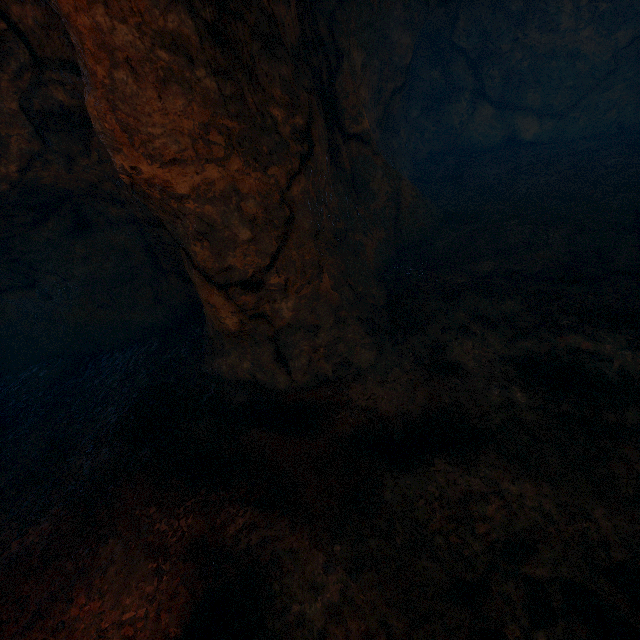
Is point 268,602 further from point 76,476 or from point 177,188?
point 177,188

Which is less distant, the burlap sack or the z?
the burlap sack

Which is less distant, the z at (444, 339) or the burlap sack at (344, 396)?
the burlap sack at (344, 396)
